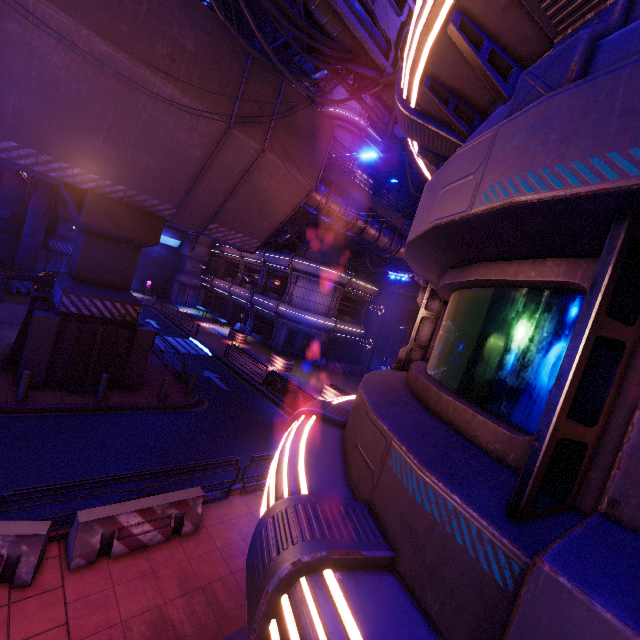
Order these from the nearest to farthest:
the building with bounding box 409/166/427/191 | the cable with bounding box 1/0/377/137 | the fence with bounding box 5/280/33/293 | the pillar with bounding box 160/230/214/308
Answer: the cable with bounding box 1/0/377/137
the fence with bounding box 5/280/33/293
the building with bounding box 409/166/427/191
the pillar with bounding box 160/230/214/308

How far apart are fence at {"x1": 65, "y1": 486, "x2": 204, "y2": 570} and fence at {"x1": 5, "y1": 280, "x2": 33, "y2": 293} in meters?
24.2

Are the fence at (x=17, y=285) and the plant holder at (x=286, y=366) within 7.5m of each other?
no

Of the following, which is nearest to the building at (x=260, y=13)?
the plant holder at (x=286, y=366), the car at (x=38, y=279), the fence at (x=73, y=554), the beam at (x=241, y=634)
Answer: the car at (x=38, y=279)

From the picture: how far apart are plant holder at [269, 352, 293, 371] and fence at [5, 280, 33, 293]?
18.3m

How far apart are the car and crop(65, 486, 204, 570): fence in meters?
27.3

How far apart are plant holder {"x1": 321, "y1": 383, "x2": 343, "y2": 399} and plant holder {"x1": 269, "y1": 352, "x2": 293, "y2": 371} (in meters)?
4.10

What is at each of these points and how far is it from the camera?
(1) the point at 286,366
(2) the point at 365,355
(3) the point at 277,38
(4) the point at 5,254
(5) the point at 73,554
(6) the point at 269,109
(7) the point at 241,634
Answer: (1) plant holder, 24.6 meters
(2) tunnel, 35.0 meters
(3) pipe, 24.6 meters
(4) wall arch, 30.8 meters
(5) fence, 5.9 meters
(6) walkway, 11.8 meters
(7) beam, 5.7 meters
